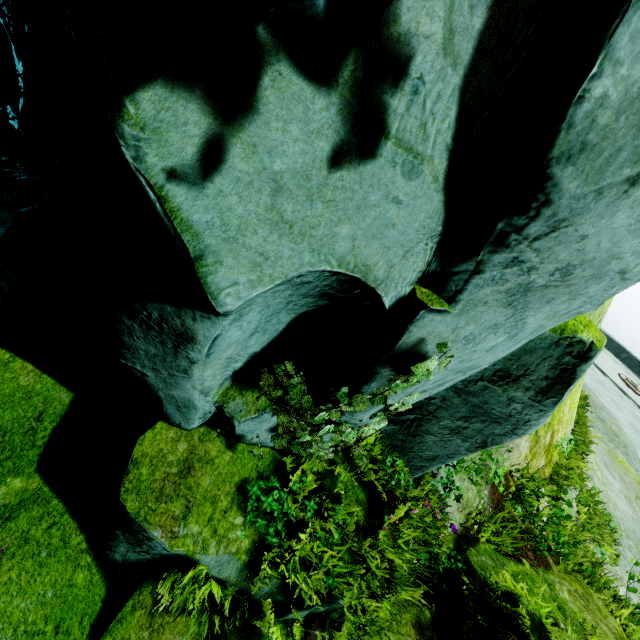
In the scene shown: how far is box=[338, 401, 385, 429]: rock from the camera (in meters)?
3.04

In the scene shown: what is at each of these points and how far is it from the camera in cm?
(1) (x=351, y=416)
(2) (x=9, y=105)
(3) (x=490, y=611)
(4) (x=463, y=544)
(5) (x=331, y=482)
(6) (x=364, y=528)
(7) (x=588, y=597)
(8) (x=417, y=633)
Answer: (1) rock, 310
(2) rock, 352
(3) rock, 375
(4) rock, 454
(5) rock, 367
(6) rock, 360
(7) rock, 437
(8) rock, 340

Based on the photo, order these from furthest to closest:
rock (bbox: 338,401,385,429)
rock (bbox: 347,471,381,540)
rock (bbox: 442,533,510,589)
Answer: rock (bbox: 442,533,510,589), rock (bbox: 347,471,381,540), rock (bbox: 338,401,385,429)

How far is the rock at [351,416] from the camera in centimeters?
304cm

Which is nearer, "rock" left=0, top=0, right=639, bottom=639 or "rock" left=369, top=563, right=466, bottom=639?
"rock" left=0, top=0, right=639, bottom=639

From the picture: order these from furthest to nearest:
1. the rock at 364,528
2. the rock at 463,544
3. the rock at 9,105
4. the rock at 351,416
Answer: the rock at 463,544, the rock at 364,528, the rock at 351,416, the rock at 9,105

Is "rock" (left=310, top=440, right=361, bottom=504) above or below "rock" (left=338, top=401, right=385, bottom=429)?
below
